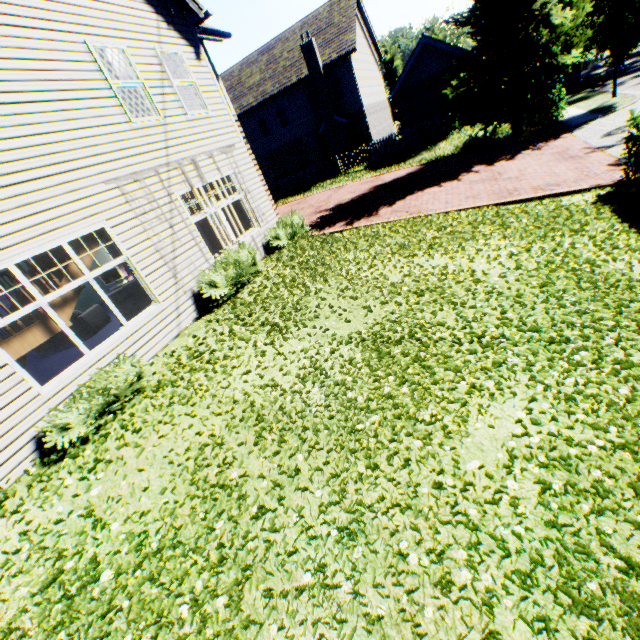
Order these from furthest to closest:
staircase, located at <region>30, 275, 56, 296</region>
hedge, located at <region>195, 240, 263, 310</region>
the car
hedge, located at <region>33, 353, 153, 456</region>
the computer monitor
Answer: the car → the computer monitor → hedge, located at <region>195, 240, 263, 310</region> → staircase, located at <region>30, 275, 56, 296</region> → hedge, located at <region>33, 353, 153, 456</region>

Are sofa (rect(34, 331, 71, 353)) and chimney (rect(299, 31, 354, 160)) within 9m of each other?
no

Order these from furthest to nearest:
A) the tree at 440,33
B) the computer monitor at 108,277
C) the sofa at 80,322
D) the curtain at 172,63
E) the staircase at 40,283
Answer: the tree at 440,33 < the computer monitor at 108,277 < the sofa at 80,322 < the curtain at 172,63 < the staircase at 40,283

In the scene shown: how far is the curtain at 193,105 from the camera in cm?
917

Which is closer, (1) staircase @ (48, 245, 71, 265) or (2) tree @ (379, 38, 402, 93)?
(1) staircase @ (48, 245, 71, 265)

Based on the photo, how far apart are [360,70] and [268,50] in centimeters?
924cm

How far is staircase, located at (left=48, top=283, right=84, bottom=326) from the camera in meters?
5.8 m

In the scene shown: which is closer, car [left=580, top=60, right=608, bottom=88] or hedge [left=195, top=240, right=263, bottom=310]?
hedge [left=195, top=240, right=263, bottom=310]
